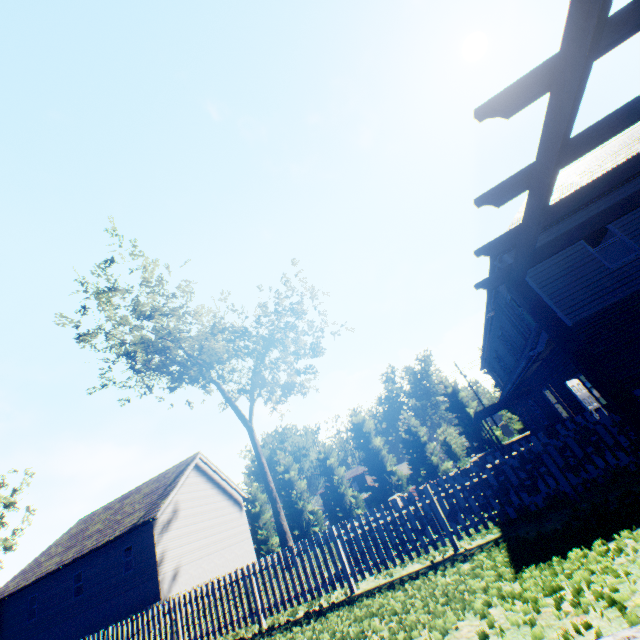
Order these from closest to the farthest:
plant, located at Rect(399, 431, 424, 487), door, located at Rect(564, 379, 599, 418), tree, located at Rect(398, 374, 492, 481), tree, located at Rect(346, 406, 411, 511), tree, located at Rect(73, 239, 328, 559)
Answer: door, located at Rect(564, 379, 599, 418) → tree, located at Rect(73, 239, 328, 559) → tree, located at Rect(398, 374, 492, 481) → tree, located at Rect(346, 406, 411, 511) → plant, located at Rect(399, 431, 424, 487)

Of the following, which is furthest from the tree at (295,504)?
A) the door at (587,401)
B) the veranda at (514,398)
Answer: the door at (587,401)

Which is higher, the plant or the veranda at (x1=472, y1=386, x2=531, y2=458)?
the plant

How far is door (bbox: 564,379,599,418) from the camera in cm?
1107

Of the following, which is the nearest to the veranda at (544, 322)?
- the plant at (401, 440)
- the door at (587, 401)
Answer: the door at (587, 401)

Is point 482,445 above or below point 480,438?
below

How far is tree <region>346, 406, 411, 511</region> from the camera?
33.66m

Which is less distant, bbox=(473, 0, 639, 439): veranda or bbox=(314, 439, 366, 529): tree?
bbox=(473, 0, 639, 439): veranda
